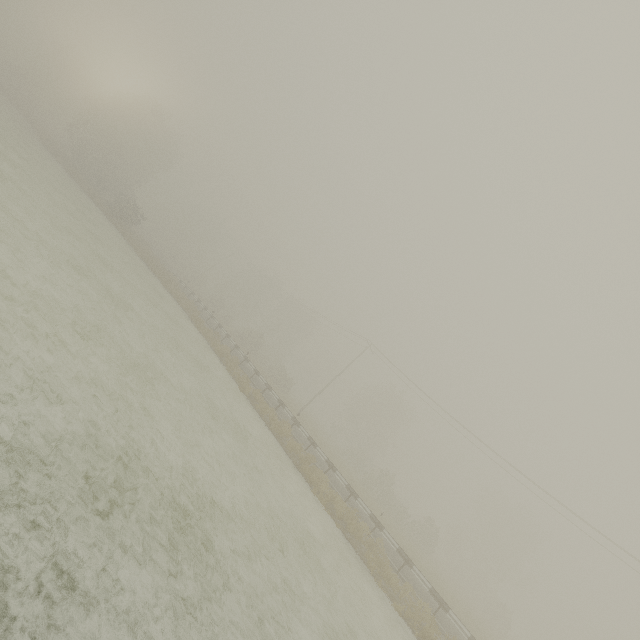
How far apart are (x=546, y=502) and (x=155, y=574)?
31.0m
